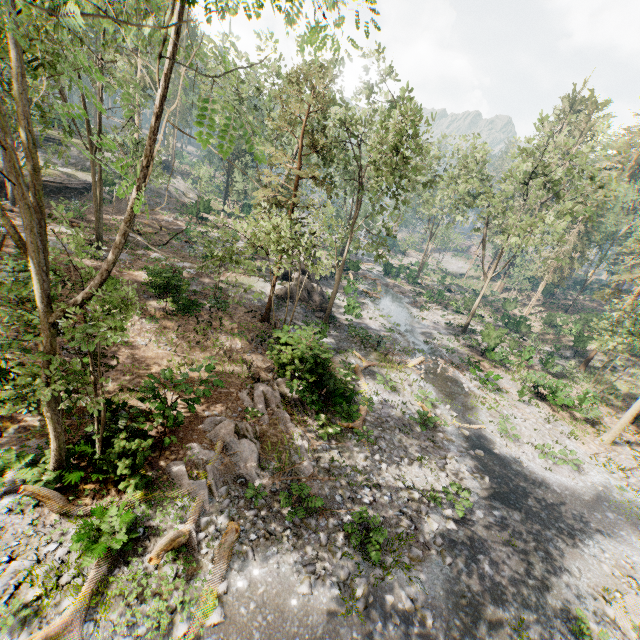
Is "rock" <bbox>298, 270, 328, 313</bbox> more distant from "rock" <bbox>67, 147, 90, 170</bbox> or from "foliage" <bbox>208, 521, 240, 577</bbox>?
"rock" <bbox>67, 147, 90, 170</bbox>

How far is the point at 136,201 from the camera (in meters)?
4.74

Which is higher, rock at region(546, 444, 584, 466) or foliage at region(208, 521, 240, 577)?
rock at region(546, 444, 584, 466)

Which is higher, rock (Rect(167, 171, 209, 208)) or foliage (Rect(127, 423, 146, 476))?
rock (Rect(167, 171, 209, 208))

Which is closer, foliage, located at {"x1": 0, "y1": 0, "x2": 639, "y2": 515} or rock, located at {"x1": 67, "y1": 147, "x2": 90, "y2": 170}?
foliage, located at {"x1": 0, "y1": 0, "x2": 639, "y2": 515}

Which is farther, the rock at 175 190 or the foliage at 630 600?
the rock at 175 190

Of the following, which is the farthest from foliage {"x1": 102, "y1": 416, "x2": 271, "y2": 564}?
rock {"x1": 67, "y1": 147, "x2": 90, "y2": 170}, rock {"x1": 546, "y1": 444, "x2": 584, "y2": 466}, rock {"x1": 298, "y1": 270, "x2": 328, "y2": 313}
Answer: rock {"x1": 546, "y1": 444, "x2": 584, "y2": 466}

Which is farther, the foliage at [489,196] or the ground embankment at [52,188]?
the ground embankment at [52,188]
